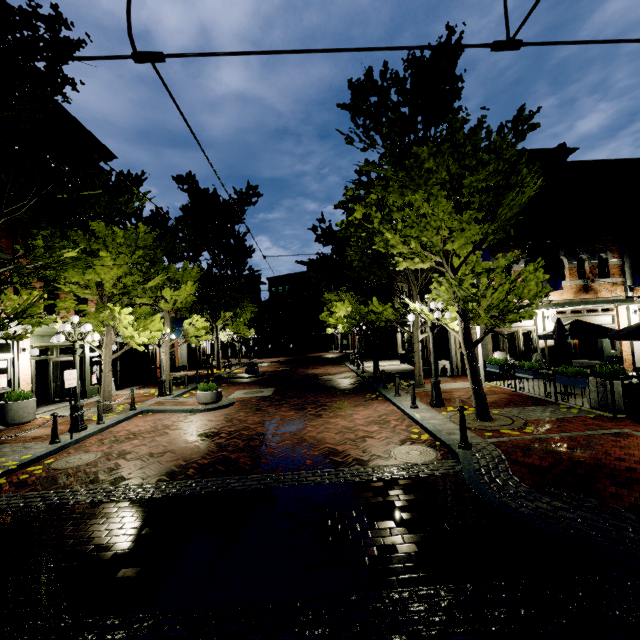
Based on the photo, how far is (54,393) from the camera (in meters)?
15.44

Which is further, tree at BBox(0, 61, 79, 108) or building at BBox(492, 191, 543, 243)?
building at BBox(492, 191, 543, 243)

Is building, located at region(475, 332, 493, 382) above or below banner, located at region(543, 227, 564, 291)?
below

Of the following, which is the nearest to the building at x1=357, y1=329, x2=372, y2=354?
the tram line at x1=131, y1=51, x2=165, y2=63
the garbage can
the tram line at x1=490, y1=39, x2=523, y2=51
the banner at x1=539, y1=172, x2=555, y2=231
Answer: the banner at x1=539, y1=172, x2=555, y2=231

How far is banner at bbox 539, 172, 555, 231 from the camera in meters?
13.8 m

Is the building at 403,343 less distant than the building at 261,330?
Yes

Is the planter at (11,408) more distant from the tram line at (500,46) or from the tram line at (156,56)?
the tram line at (500,46)

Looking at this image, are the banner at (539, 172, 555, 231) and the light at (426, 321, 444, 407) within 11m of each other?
yes
